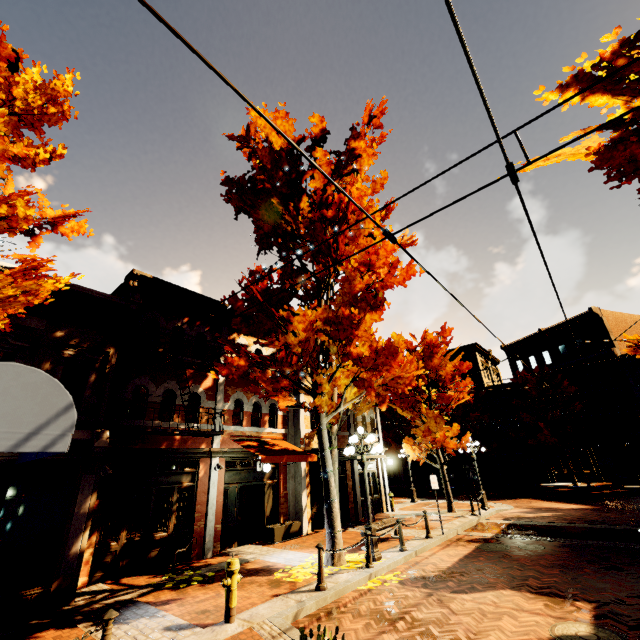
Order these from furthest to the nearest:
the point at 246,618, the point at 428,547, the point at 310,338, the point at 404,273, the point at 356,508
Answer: the point at 356,508, the point at 428,547, the point at 404,273, the point at 310,338, the point at 246,618

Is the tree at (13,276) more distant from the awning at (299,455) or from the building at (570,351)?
the awning at (299,455)

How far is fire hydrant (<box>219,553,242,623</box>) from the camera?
5.9m

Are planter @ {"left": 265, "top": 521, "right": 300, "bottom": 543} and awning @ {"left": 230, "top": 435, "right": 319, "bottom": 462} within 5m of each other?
yes

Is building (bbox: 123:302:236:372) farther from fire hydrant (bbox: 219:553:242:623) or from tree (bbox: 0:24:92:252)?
fire hydrant (bbox: 219:553:242:623)

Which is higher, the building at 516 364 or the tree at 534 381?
the building at 516 364

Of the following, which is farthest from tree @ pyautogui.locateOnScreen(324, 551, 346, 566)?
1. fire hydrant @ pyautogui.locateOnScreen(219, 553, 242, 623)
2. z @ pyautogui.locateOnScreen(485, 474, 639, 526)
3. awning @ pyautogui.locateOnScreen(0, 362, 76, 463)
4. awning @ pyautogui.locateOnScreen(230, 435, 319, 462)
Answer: fire hydrant @ pyautogui.locateOnScreen(219, 553, 242, 623)
